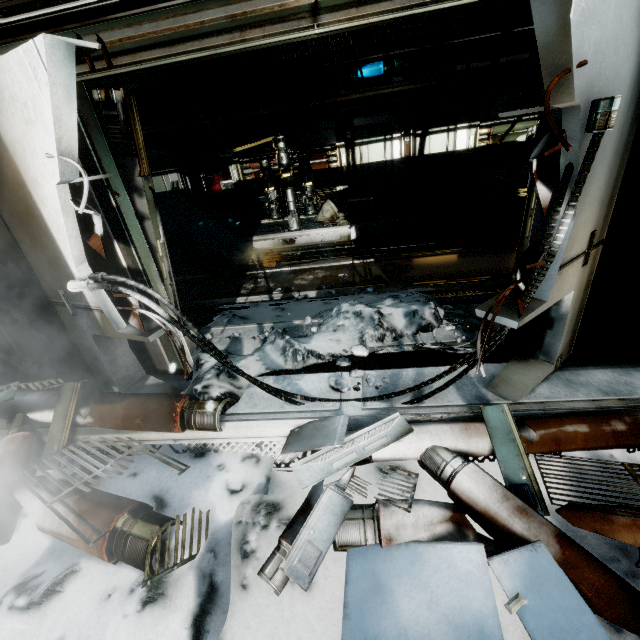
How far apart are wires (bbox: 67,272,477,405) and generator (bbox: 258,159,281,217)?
6.98m

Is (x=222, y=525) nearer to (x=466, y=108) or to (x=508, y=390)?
(x=508, y=390)

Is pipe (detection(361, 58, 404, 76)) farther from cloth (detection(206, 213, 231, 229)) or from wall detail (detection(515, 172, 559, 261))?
wall detail (detection(515, 172, 559, 261))

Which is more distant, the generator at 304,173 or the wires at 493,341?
the generator at 304,173

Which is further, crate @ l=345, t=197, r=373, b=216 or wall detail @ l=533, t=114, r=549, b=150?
crate @ l=345, t=197, r=373, b=216

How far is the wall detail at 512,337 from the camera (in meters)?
3.20

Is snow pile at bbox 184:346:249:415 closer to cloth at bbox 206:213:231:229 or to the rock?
the rock

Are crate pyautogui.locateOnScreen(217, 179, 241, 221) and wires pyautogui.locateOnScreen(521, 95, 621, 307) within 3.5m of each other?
no
